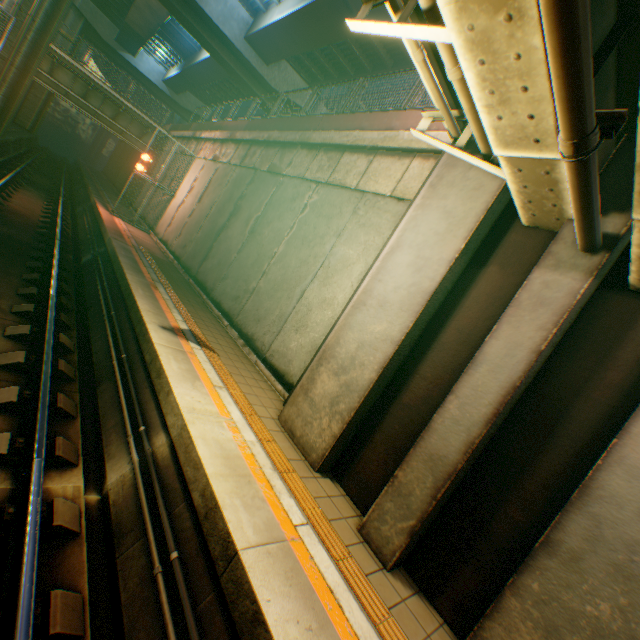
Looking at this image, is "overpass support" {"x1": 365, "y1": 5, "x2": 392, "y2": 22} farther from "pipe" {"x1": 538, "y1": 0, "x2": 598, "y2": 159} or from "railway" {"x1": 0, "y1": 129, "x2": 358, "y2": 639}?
"railway" {"x1": 0, "y1": 129, "x2": 358, "y2": 639}

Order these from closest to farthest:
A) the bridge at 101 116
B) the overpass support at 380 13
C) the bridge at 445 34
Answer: the bridge at 445 34 < the overpass support at 380 13 < the bridge at 101 116

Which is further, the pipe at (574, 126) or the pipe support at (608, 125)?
the pipe support at (608, 125)

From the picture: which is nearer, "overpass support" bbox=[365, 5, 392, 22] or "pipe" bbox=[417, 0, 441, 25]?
"pipe" bbox=[417, 0, 441, 25]

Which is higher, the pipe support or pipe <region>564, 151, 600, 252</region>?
the pipe support

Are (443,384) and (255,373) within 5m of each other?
yes

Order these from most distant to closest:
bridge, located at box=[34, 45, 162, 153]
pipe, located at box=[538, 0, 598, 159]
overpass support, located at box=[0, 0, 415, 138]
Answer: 1. bridge, located at box=[34, 45, 162, 153]
2. overpass support, located at box=[0, 0, 415, 138]
3. pipe, located at box=[538, 0, 598, 159]

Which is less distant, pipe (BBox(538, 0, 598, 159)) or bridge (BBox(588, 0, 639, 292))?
pipe (BBox(538, 0, 598, 159))
